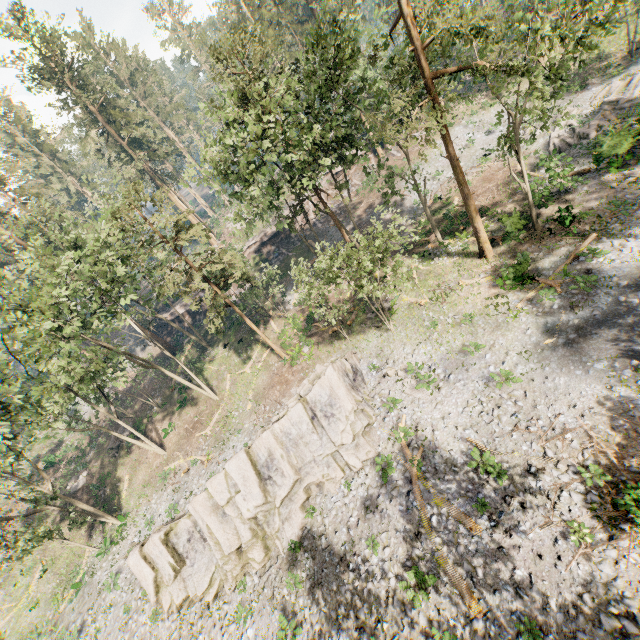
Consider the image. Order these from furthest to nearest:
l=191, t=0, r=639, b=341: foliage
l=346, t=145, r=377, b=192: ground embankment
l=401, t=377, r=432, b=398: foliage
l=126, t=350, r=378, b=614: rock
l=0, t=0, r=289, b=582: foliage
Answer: l=346, t=145, r=377, b=192: ground embankment < l=0, t=0, r=289, b=582: foliage < l=401, t=377, r=432, b=398: foliage < l=126, t=350, r=378, b=614: rock < l=191, t=0, r=639, b=341: foliage

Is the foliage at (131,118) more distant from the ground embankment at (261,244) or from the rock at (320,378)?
the rock at (320,378)

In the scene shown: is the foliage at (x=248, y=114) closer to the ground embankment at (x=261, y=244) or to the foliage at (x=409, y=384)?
the ground embankment at (x=261, y=244)

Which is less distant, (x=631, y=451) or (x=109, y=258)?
(x=631, y=451)

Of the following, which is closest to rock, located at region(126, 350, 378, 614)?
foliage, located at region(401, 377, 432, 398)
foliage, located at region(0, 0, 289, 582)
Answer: foliage, located at region(401, 377, 432, 398)

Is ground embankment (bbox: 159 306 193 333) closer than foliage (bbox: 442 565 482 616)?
No
